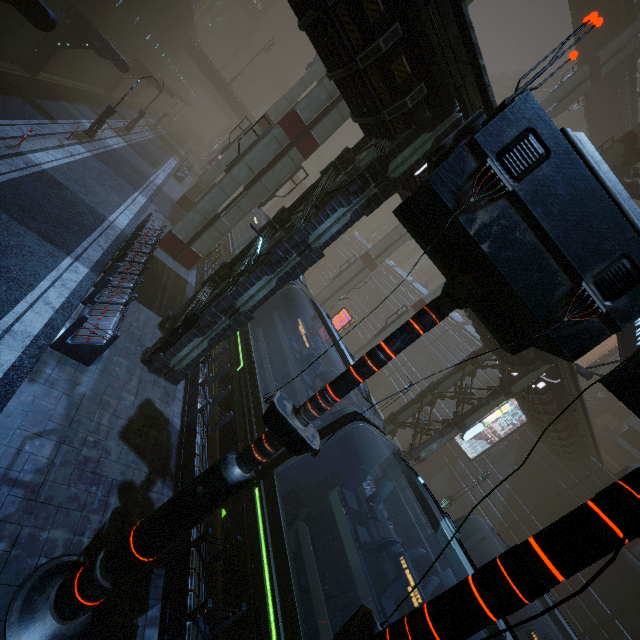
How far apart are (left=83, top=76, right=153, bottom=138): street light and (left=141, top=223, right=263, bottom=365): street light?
18.0m

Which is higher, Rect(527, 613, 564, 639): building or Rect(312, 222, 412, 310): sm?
Rect(312, 222, 412, 310): sm

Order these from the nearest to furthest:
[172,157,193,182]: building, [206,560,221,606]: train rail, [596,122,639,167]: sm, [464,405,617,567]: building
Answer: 1. [206,560,221,606]: train rail
2. [464,405,617,567]: building
3. [596,122,639,167]: sm
4. [172,157,193,182]: building

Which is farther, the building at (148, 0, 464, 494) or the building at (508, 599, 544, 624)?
the building at (508, 599, 544, 624)

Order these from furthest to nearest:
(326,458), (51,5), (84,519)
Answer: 1. (51,5)
2. (326,458)
3. (84,519)

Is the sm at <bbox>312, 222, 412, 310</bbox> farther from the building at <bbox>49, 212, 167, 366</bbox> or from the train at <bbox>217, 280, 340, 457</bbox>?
the train at <bbox>217, 280, 340, 457</bbox>

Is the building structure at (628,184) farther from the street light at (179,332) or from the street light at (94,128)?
the street light at (94,128)

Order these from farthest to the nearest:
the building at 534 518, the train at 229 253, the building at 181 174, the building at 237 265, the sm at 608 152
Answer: the building at 181 174 → the train at 229 253 → the sm at 608 152 → the building at 534 518 → the building at 237 265
